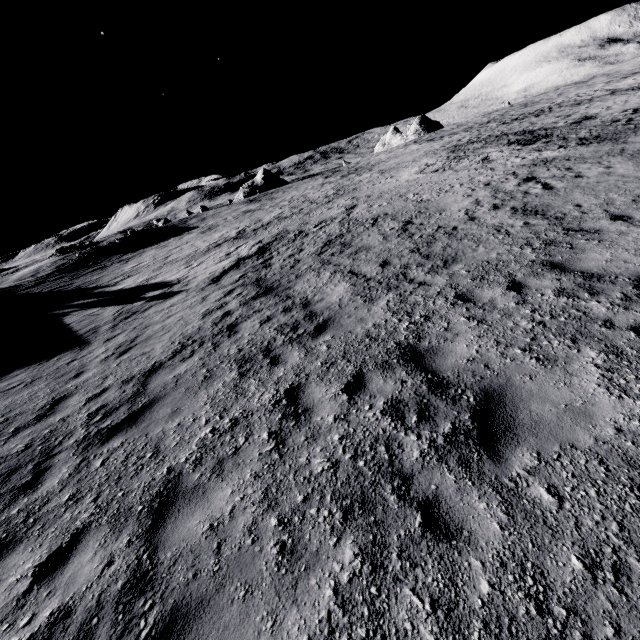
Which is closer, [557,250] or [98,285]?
[557,250]
